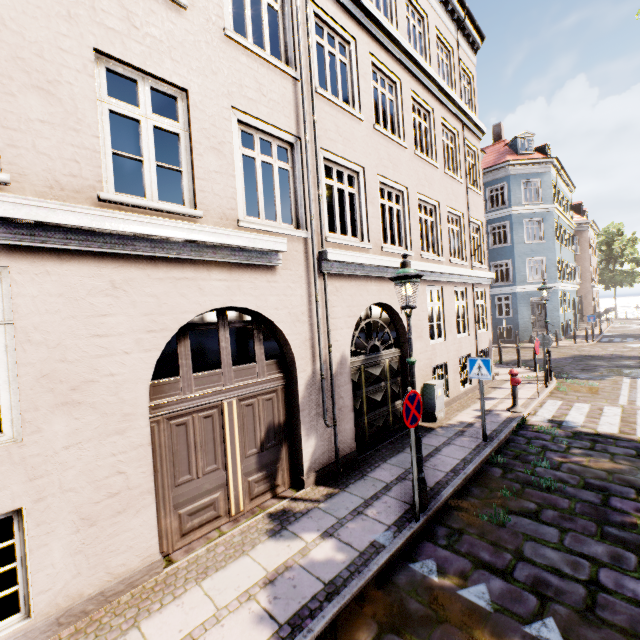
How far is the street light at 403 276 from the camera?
4.8m

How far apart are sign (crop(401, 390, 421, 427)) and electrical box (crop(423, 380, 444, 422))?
4.22m

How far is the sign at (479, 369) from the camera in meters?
7.2

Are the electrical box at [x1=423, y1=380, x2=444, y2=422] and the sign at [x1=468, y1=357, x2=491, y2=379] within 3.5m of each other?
yes

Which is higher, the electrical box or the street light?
the street light

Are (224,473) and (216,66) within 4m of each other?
no

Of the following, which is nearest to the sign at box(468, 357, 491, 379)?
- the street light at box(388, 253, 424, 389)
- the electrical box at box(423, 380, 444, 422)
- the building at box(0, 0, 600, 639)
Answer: the electrical box at box(423, 380, 444, 422)

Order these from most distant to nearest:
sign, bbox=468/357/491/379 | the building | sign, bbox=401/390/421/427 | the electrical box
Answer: the electrical box
sign, bbox=468/357/491/379
sign, bbox=401/390/421/427
the building
